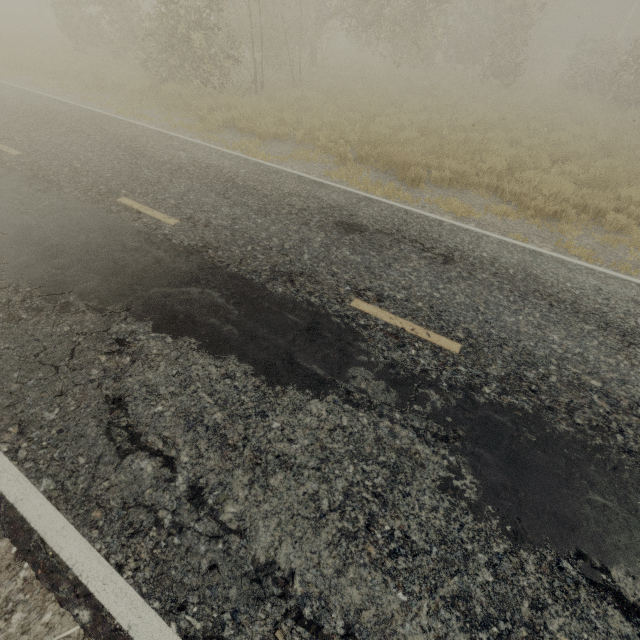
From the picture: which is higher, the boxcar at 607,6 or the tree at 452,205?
the boxcar at 607,6

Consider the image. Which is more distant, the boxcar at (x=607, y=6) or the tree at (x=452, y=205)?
the boxcar at (x=607, y=6)

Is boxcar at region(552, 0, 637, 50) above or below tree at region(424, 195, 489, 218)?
above

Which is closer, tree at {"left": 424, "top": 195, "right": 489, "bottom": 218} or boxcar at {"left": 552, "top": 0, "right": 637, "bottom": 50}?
tree at {"left": 424, "top": 195, "right": 489, "bottom": 218}

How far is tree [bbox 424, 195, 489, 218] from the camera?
7.1 meters

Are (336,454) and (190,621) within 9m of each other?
yes
